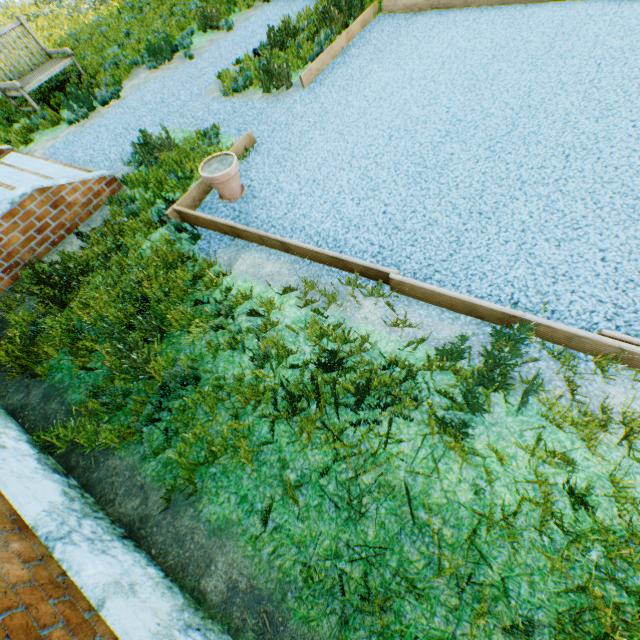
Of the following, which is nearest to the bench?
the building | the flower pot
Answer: the building

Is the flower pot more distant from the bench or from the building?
the bench

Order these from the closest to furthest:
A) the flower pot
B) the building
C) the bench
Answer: the building, the flower pot, the bench

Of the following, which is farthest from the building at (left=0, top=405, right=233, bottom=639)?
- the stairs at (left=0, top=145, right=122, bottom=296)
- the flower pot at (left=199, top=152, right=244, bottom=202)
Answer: the flower pot at (left=199, top=152, right=244, bottom=202)

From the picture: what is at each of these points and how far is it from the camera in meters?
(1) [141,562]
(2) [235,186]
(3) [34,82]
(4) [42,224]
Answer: (1) building, 2.3 m
(2) flower pot, 4.0 m
(3) bench, 7.5 m
(4) stairs, 4.5 m

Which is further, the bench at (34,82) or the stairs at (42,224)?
the bench at (34,82)

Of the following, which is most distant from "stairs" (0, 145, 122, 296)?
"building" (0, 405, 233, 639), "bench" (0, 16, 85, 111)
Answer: "bench" (0, 16, 85, 111)

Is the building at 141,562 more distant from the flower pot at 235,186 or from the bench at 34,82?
the bench at 34,82
